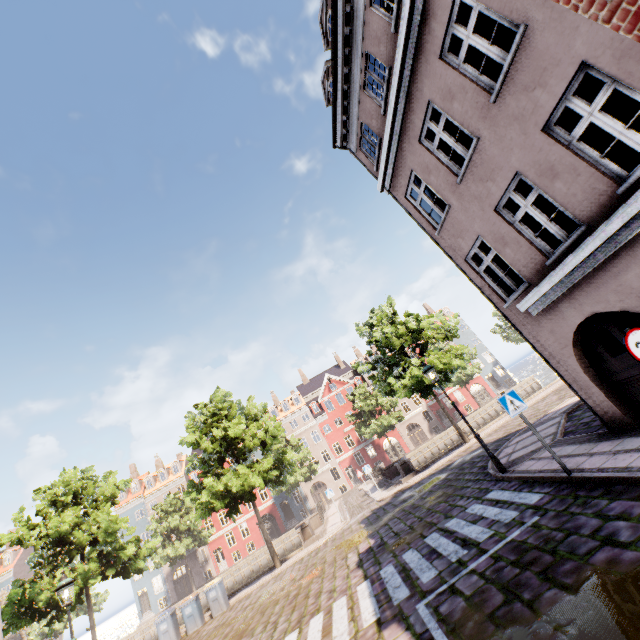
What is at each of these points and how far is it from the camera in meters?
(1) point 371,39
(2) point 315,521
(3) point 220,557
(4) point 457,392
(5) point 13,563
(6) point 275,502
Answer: (1) building, 8.7 m
(2) bridge, 23.6 m
(3) building, 41.7 m
(4) building, 59.7 m
(5) building, 43.2 m
(6) building, 44.0 m

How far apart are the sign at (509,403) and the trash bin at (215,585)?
16.8m

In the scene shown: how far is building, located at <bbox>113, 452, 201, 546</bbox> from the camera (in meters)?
43.78

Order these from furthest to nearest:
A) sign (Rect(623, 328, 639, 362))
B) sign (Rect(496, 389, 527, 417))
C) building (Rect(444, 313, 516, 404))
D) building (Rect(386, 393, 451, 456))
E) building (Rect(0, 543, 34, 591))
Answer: building (Rect(444, 313, 516, 404))
building (Rect(386, 393, 451, 456))
building (Rect(0, 543, 34, 591))
sign (Rect(496, 389, 527, 417))
sign (Rect(623, 328, 639, 362))

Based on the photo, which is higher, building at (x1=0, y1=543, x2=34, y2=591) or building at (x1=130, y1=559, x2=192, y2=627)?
building at (x1=0, y1=543, x2=34, y2=591)

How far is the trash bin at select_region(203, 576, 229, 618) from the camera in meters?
15.5 m

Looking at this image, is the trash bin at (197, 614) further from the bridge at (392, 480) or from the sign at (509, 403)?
the sign at (509, 403)

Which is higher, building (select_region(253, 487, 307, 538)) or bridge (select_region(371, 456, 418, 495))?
building (select_region(253, 487, 307, 538))
